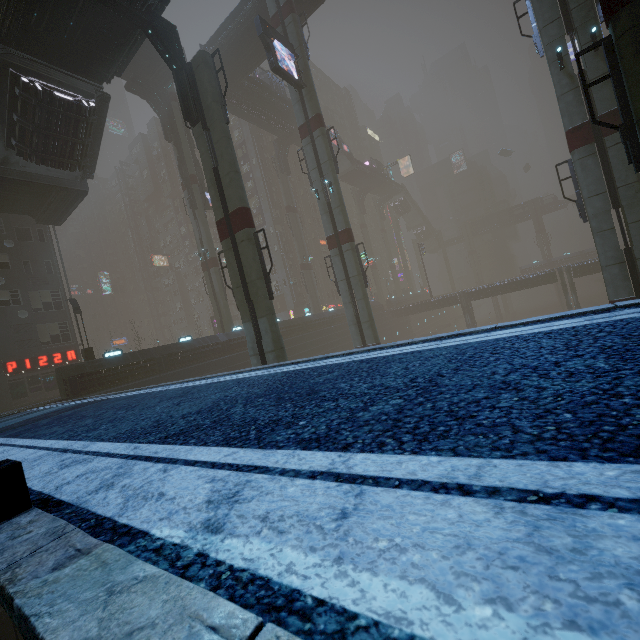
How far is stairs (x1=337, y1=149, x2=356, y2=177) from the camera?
54.96m

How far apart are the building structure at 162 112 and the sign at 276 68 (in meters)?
15.42

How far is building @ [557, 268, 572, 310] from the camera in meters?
44.8

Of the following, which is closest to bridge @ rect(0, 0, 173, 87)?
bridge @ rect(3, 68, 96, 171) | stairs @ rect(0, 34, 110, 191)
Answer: stairs @ rect(0, 34, 110, 191)

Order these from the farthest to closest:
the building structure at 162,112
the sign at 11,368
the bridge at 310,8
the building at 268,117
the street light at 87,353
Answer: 1. the building at 268,117
2. the building structure at 162,112
3. the bridge at 310,8
4. the sign at 11,368
5. the street light at 87,353

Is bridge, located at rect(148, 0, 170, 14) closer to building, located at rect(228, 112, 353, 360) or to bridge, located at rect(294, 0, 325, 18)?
building, located at rect(228, 112, 353, 360)

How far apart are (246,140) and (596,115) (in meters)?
50.84

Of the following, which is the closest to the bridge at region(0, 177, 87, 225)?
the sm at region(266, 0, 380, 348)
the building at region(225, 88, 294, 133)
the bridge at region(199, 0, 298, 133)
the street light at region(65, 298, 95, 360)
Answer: the street light at region(65, 298, 95, 360)
